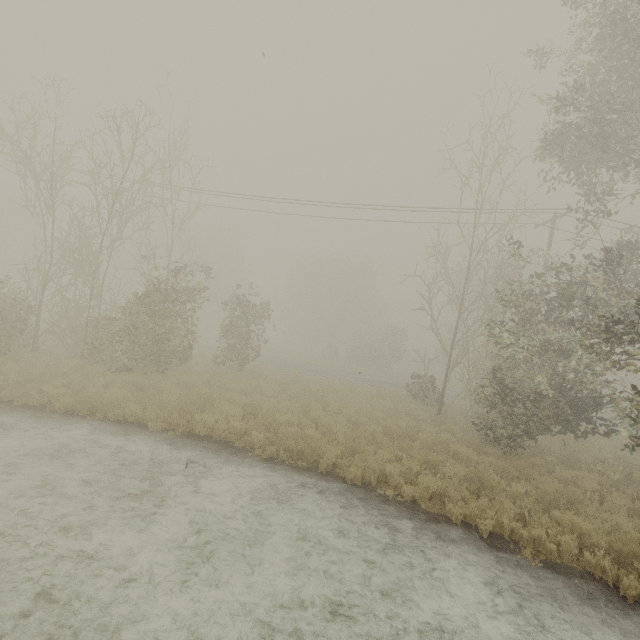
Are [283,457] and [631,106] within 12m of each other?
no

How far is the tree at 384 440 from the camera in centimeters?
997cm

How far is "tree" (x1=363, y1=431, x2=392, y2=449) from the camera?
10.0 meters
